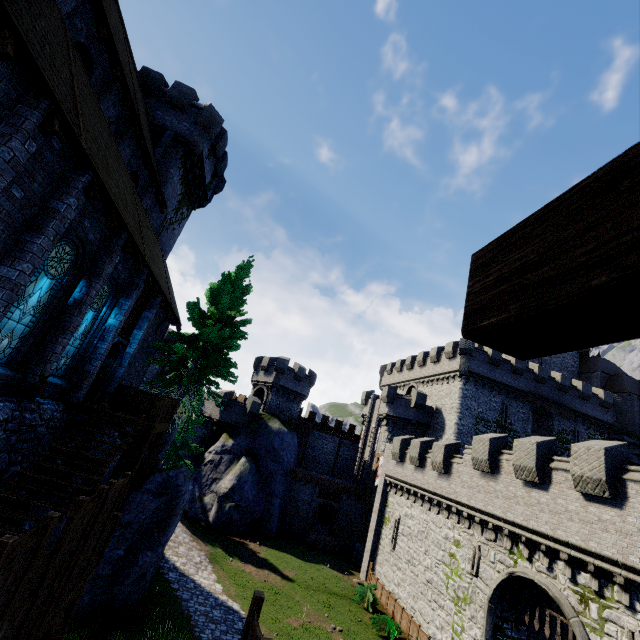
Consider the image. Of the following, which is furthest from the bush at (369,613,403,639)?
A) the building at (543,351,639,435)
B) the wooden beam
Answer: the building at (543,351,639,435)

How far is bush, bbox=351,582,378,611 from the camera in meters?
21.8 m

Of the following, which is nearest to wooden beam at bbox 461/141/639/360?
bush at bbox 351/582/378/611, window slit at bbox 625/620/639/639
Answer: window slit at bbox 625/620/639/639

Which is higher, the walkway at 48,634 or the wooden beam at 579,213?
the wooden beam at 579,213

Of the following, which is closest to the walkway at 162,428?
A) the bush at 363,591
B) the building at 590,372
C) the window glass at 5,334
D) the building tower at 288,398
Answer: the window glass at 5,334

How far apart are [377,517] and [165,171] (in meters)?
31.10

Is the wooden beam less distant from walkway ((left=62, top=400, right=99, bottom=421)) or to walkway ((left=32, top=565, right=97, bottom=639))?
walkway ((left=32, top=565, right=97, bottom=639))

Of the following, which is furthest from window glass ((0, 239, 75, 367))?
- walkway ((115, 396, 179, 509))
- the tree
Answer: the tree
